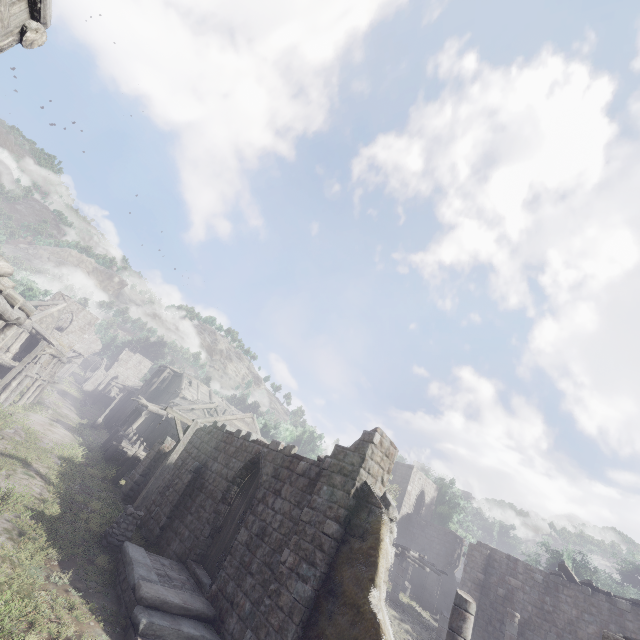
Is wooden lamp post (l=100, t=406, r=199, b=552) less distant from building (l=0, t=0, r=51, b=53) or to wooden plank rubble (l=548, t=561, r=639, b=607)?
building (l=0, t=0, r=51, b=53)

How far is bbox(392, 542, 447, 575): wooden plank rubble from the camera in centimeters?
2205cm

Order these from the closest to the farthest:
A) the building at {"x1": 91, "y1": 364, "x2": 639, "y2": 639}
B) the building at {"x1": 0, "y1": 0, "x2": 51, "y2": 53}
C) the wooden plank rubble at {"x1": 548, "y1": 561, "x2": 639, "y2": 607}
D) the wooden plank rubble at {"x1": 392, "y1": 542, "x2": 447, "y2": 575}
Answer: the building at {"x1": 0, "y1": 0, "x2": 51, "y2": 53} < the building at {"x1": 91, "y1": 364, "x2": 639, "y2": 639} < the wooden plank rubble at {"x1": 548, "y1": 561, "x2": 639, "y2": 607} < the wooden plank rubble at {"x1": 392, "y1": 542, "x2": 447, "y2": 575}

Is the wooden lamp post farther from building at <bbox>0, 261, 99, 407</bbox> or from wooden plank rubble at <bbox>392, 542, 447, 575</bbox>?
wooden plank rubble at <bbox>392, 542, 447, 575</bbox>

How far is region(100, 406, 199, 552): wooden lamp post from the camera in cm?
1109

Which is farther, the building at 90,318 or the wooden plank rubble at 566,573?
the wooden plank rubble at 566,573

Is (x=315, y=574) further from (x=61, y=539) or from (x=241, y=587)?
(x=61, y=539)

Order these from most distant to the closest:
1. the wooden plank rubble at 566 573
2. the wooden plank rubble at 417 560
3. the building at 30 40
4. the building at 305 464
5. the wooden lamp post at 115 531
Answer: the wooden plank rubble at 417 560 < the wooden plank rubble at 566 573 < the wooden lamp post at 115 531 < the building at 305 464 < the building at 30 40
